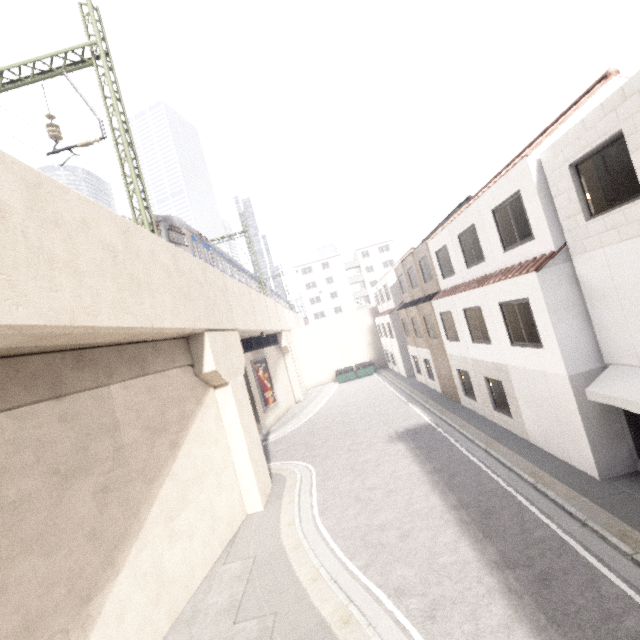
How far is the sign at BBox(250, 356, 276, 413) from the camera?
23.6m

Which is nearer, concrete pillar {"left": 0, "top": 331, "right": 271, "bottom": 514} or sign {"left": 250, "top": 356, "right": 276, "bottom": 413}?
concrete pillar {"left": 0, "top": 331, "right": 271, "bottom": 514}

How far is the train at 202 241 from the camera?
14.40m

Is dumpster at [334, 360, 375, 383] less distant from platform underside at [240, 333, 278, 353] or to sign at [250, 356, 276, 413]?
sign at [250, 356, 276, 413]

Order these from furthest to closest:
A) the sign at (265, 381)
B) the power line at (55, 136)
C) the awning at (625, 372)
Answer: the sign at (265, 381) < the power line at (55, 136) < the awning at (625, 372)

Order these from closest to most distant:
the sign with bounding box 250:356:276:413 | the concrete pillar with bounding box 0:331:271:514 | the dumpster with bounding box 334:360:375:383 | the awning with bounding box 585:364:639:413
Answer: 1. the concrete pillar with bounding box 0:331:271:514
2. the awning with bounding box 585:364:639:413
3. the sign with bounding box 250:356:276:413
4. the dumpster with bounding box 334:360:375:383

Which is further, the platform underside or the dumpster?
the dumpster

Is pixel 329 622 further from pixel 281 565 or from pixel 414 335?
pixel 414 335
